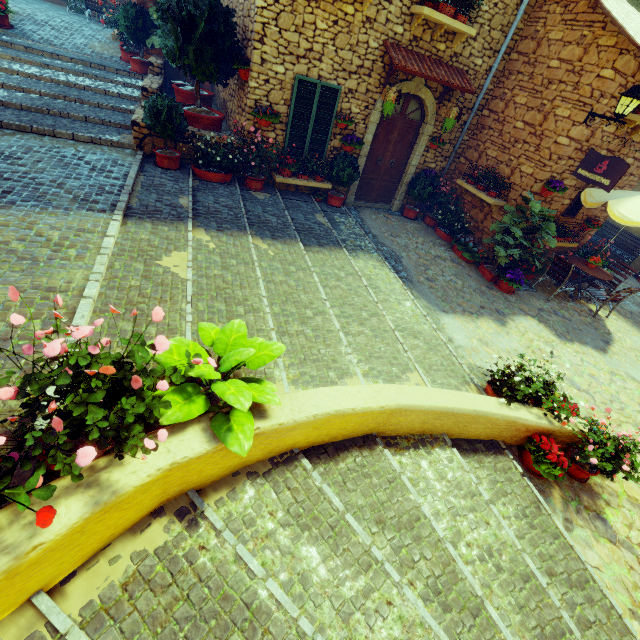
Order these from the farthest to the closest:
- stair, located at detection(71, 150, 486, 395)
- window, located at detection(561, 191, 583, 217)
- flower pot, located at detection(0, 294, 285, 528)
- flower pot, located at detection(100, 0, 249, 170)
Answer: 1. window, located at detection(561, 191, 583, 217)
2. flower pot, located at detection(100, 0, 249, 170)
3. stair, located at detection(71, 150, 486, 395)
4. flower pot, located at detection(0, 294, 285, 528)

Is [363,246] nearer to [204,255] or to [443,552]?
[204,255]

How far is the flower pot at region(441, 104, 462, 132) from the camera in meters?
7.9

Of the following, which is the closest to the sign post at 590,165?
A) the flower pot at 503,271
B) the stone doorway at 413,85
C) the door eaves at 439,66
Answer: the flower pot at 503,271

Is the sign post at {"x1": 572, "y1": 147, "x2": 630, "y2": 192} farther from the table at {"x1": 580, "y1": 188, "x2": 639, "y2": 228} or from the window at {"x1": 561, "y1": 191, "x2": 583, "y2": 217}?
the window at {"x1": 561, "y1": 191, "x2": 583, "y2": 217}

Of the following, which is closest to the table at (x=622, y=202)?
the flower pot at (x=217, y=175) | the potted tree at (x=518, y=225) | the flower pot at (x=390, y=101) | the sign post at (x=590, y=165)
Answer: the sign post at (x=590, y=165)

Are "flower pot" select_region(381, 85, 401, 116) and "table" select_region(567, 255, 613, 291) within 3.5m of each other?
no

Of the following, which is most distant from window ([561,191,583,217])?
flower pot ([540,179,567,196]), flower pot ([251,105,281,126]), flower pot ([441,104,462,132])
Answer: flower pot ([251,105,281,126])
